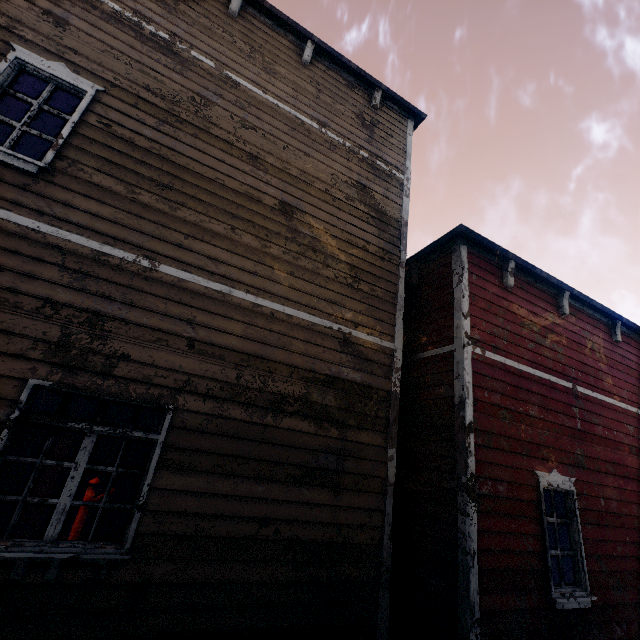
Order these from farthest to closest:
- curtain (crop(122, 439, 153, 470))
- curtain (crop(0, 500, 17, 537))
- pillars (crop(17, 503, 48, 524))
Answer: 1. pillars (crop(17, 503, 48, 524))
2. curtain (crop(122, 439, 153, 470))
3. curtain (crop(0, 500, 17, 537))

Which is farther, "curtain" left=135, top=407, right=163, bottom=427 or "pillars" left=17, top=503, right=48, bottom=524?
"pillars" left=17, top=503, right=48, bottom=524

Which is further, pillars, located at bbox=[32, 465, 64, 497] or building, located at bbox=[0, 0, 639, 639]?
pillars, located at bbox=[32, 465, 64, 497]

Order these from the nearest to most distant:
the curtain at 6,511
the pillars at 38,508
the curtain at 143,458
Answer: the curtain at 6,511, the curtain at 143,458, the pillars at 38,508

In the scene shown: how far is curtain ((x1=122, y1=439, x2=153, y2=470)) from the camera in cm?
360

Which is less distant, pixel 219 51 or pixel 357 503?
pixel 357 503

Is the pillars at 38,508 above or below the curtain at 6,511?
below

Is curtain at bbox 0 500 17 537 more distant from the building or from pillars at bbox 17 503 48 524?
pillars at bbox 17 503 48 524
